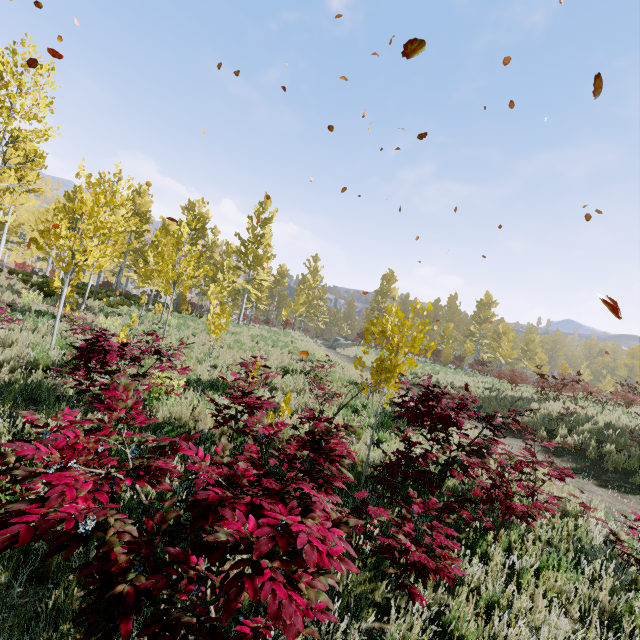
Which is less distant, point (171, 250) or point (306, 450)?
point (306, 450)

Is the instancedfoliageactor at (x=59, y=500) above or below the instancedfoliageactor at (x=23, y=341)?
above

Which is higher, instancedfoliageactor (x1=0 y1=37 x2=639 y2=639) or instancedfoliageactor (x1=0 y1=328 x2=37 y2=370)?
instancedfoliageactor (x1=0 y1=37 x2=639 y2=639)

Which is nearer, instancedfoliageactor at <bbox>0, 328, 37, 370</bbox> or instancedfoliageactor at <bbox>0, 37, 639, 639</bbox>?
instancedfoliageactor at <bbox>0, 37, 639, 639</bbox>

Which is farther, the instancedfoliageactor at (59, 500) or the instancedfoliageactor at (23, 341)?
the instancedfoliageactor at (23, 341)
